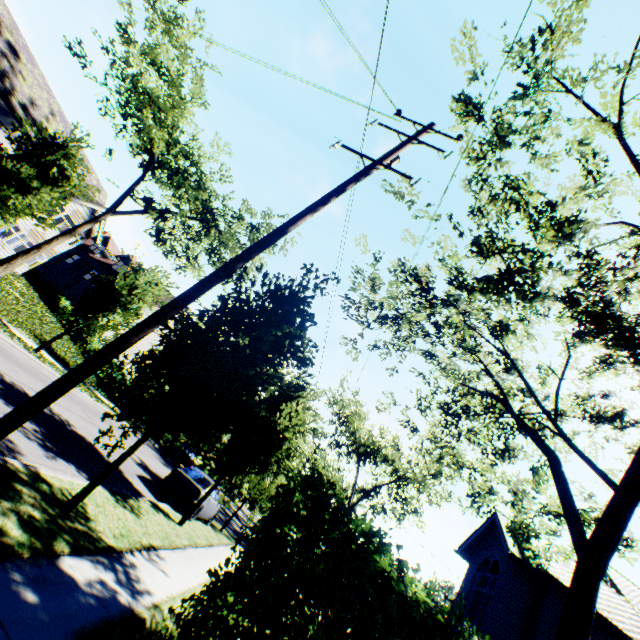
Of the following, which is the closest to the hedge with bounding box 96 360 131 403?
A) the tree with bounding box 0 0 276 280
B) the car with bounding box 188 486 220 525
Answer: the tree with bounding box 0 0 276 280

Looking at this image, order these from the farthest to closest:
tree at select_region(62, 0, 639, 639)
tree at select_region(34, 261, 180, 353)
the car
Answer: tree at select_region(34, 261, 180, 353) → the car → tree at select_region(62, 0, 639, 639)

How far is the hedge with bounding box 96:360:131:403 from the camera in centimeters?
2619cm

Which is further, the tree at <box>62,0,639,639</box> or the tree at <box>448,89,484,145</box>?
the tree at <box>448,89,484,145</box>

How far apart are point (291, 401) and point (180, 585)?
7.0 meters

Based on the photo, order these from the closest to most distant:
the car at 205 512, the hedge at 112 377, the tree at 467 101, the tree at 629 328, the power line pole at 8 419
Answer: the power line pole at 8 419
the tree at 629 328
the tree at 467 101
the car at 205 512
the hedge at 112 377

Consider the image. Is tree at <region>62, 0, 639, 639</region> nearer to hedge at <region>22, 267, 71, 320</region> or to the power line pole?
the power line pole

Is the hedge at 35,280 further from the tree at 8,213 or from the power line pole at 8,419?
the power line pole at 8,419
